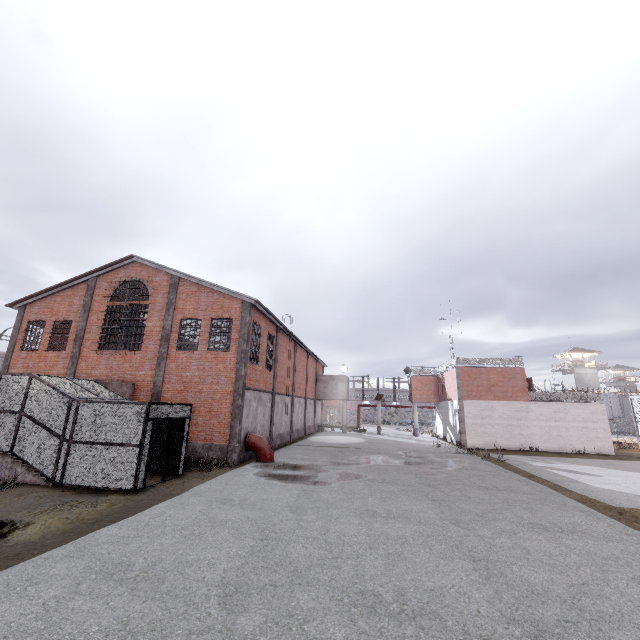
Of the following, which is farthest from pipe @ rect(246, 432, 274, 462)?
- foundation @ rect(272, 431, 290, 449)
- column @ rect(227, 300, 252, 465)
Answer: foundation @ rect(272, 431, 290, 449)

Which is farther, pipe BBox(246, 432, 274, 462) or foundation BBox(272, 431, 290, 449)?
foundation BBox(272, 431, 290, 449)

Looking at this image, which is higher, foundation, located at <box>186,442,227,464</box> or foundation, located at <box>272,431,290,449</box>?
foundation, located at <box>186,442,227,464</box>

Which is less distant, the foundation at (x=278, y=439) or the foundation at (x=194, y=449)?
the foundation at (x=194, y=449)

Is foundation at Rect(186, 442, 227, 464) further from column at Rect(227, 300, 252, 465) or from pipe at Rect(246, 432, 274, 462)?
pipe at Rect(246, 432, 274, 462)

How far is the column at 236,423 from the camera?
16.9 meters

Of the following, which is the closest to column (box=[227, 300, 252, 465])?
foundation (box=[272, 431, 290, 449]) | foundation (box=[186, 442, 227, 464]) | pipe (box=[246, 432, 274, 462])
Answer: foundation (box=[186, 442, 227, 464])

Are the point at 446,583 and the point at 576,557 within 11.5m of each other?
yes
